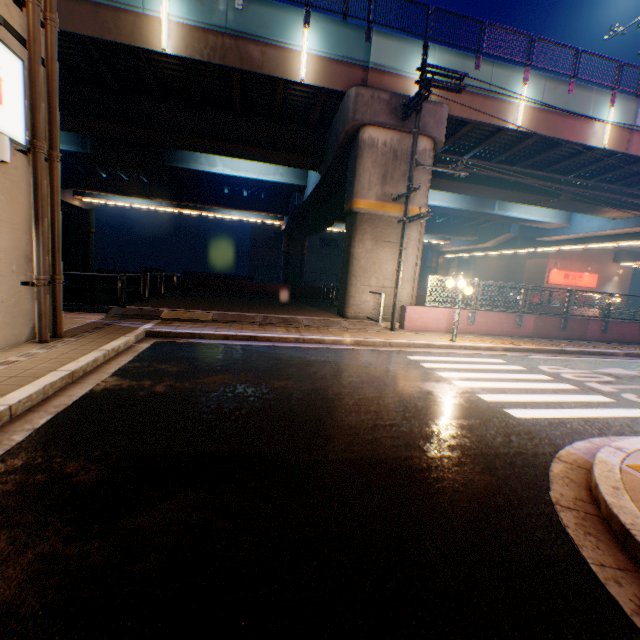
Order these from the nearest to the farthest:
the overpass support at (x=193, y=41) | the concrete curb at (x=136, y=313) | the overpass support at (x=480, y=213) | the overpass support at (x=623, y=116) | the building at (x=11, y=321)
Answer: the building at (x=11, y=321), the concrete curb at (x=136, y=313), the overpass support at (x=193, y=41), the overpass support at (x=623, y=116), the overpass support at (x=480, y=213)

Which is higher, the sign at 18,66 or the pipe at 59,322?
the sign at 18,66

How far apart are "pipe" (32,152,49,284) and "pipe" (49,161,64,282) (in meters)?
0.27

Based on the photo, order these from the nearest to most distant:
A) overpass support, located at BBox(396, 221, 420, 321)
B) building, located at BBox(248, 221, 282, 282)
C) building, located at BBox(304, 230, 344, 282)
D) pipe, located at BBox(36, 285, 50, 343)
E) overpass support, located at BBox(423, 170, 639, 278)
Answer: pipe, located at BBox(36, 285, 50, 343)
overpass support, located at BBox(396, 221, 420, 321)
overpass support, located at BBox(423, 170, 639, 278)
building, located at BBox(248, 221, 282, 282)
building, located at BBox(304, 230, 344, 282)

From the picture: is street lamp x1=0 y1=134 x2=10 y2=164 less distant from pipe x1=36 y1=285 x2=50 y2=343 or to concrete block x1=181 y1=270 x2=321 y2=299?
pipe x1=36 y1=285 x2=50 y2=343

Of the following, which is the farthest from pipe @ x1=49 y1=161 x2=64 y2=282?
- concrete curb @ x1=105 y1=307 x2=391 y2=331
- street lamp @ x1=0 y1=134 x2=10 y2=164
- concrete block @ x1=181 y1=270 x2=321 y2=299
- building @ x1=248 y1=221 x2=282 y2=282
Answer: building @ x1=248 y1=221 x2=282 y2=282

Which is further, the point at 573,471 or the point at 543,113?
the point at 543,113
